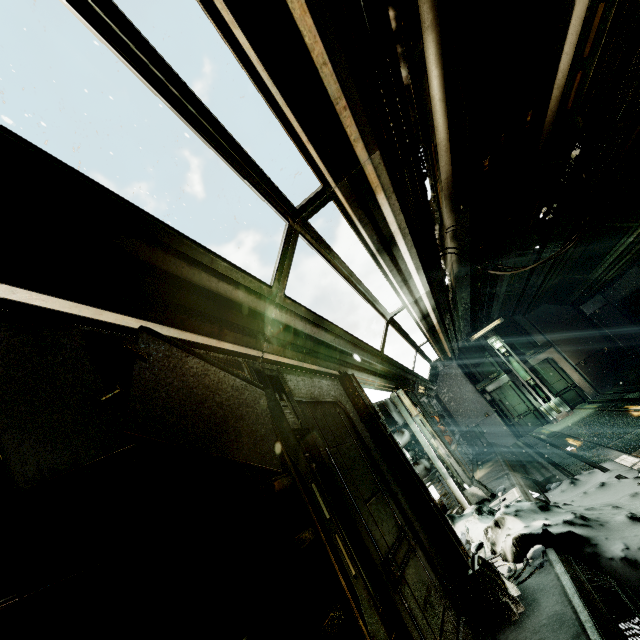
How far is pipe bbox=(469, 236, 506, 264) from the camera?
6.7m

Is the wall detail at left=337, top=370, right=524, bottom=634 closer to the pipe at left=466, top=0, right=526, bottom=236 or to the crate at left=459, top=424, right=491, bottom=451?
the pipe at left=466, top=0, right=526, bottom=236

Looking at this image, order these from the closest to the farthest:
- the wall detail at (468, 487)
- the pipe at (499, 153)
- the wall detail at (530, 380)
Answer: the pipe at (499, 153)
the wall detail at (468, 487)
the wall detail at (530, 380)

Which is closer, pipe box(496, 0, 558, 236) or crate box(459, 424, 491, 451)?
pipe box(496, 0, 558, 236)

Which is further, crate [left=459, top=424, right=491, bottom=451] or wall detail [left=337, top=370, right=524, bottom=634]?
crate [left=459, top=424, right=491, bottom=451]

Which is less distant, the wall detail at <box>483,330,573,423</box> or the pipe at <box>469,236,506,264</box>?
the pipe at <box>469,236,506,264</box>

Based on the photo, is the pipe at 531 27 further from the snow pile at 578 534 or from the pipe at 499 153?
the snow pile at 578 534

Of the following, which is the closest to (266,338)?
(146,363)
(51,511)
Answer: (146,363)
